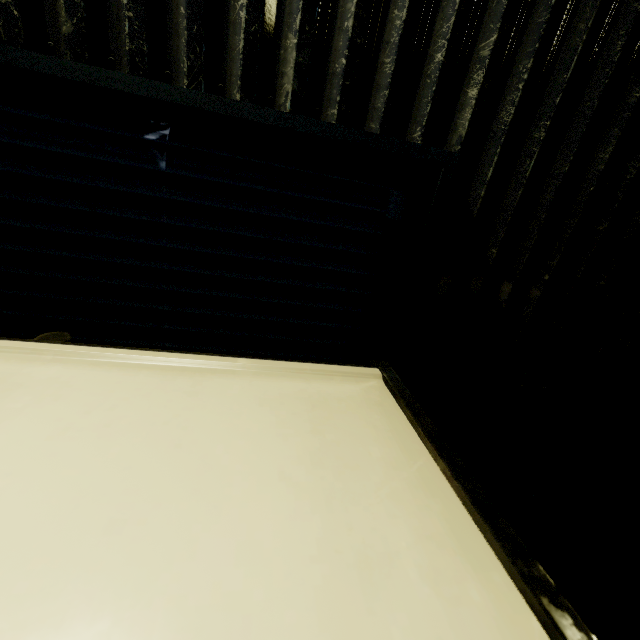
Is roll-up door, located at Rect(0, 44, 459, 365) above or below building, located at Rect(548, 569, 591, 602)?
above

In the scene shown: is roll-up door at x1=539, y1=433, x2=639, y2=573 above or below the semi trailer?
below

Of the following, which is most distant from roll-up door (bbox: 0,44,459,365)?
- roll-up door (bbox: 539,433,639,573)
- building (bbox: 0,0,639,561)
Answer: roll-up door (bbox: 539,433,639,573)

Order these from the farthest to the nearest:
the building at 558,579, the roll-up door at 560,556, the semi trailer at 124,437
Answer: the building at 558,579 → the roll-up door at 560,556 → the semi trailer at 124,437

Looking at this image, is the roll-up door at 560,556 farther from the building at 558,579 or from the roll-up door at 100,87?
the roll-up door at 100,87

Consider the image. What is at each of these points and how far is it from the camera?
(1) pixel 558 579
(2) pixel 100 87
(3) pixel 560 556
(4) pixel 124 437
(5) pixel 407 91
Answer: (1) building, 3.34m
(2) roll-up door, 0.97m
(3) roll-up door, 2.73m
(4) semi trailer, 0.72m
(5) building, 1.13m

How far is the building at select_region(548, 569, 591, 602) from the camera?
3.3 meters

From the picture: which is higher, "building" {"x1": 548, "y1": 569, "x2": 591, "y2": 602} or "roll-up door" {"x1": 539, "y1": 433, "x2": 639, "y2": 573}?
"roll-up door" {"x1": 539, "y1": 433, "x2": 639, "y2": 573}
